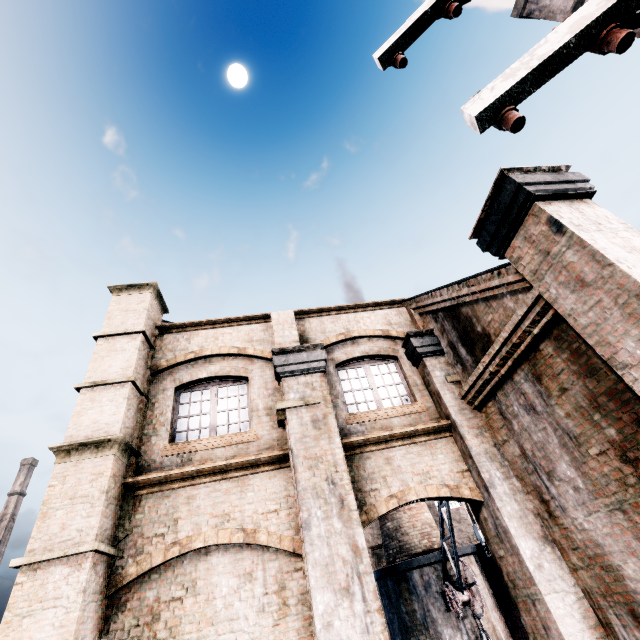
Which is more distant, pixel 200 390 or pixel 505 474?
pixel 200 390

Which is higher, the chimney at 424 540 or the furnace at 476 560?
the chimney at 424 540

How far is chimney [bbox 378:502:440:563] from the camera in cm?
1894

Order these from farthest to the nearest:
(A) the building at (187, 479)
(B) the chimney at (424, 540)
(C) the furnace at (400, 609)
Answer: (B) the chimney at (424, 540), (C) the furnace at (400, 609), (A) the building at (187, 479)

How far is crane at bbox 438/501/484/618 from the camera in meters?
14.7 m

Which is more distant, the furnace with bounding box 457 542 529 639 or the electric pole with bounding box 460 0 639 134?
the furnace with bounding box 457 542 529 639

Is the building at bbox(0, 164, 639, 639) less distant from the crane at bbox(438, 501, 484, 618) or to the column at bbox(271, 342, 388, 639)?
the column at bbox(271, 342, 388, 639)

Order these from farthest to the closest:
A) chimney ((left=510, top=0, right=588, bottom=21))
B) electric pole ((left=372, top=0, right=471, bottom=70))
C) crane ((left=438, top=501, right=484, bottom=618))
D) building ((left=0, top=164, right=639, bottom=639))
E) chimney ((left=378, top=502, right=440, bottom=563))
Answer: chimney ((left=510, top=0, right=588, bottom=21))
chimney ((left=378, top=502, right=440, bottom=563))
crane ((left=438, top=501, right=484, bottom=618))
building ((left=0, top=164, right=639, bottom=639))
electric pole ((left=372, top=0, right=471, bottom=70))
